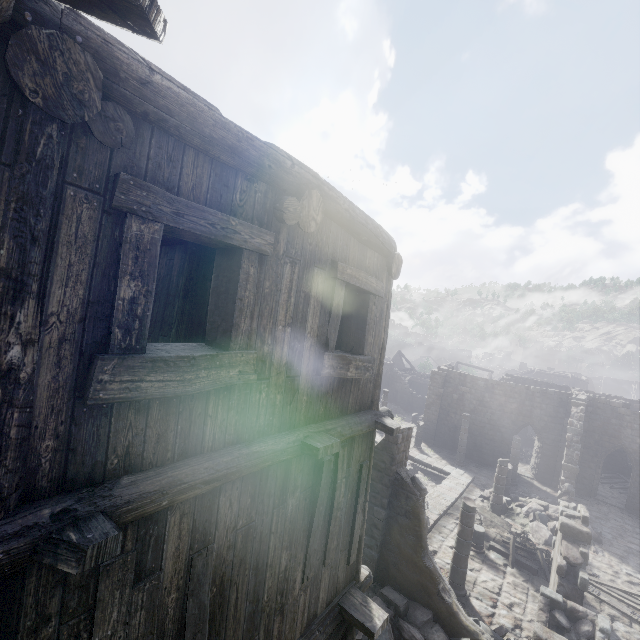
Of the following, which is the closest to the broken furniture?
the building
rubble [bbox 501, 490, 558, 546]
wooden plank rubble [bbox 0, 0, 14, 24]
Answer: the building

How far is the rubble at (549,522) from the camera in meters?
16.1 m

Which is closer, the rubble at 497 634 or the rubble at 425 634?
the rubble at 425 634

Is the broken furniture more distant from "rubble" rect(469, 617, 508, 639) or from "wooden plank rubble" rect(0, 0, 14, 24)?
"wooden plank rubble" rect(0, 0, 14, 24)

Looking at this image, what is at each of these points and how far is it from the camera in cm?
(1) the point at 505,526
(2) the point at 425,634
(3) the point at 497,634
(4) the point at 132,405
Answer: (1) broken furniture, 1591
(2) rubble, 888
(3) rubble, 978
(4) building, 223

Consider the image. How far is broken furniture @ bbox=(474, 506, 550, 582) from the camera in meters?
13.6 m

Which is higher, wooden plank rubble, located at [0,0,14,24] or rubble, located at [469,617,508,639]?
wooden plank rubble, located at [0,0,14,24]

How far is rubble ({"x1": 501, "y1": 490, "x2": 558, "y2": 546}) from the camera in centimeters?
1612cm
